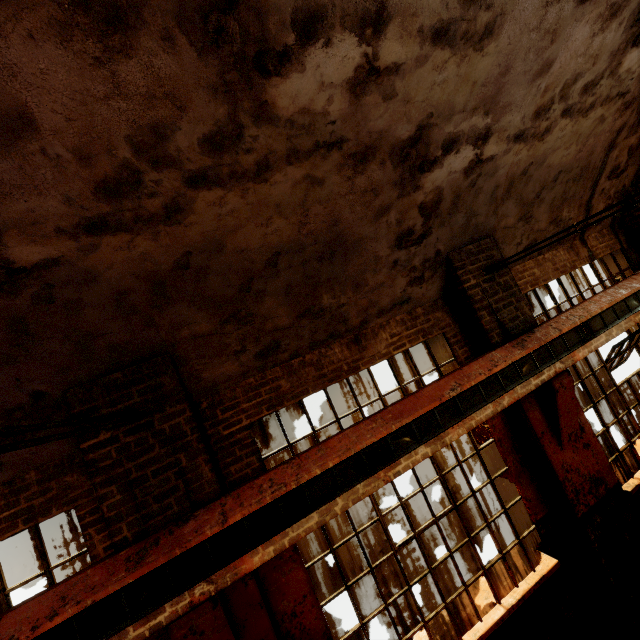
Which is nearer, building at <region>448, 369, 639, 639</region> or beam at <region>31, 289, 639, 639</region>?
beam at <region>31, 289, 639, 639</region>

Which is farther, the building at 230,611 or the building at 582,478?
the building at 582,478

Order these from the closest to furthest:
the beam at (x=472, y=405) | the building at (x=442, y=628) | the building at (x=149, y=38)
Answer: the building at (x=149, y=38) → the beam at (x=472, y=405) → the building at (x=442, y=628)

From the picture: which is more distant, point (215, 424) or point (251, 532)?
point (215, 424)

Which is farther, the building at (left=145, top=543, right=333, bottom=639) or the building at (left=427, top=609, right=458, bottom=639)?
the building at (left=427, top=609, right=458, bottom=639)

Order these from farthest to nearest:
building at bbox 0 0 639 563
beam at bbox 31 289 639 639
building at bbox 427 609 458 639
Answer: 1. building at bbox 427 609 458 639
2. beam at bbox 31 289 639 639
3. building at bbox 0 0 639 563

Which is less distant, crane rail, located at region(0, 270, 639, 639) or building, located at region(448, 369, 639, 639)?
crane rail, located at region(0, 270, 639, 639)
